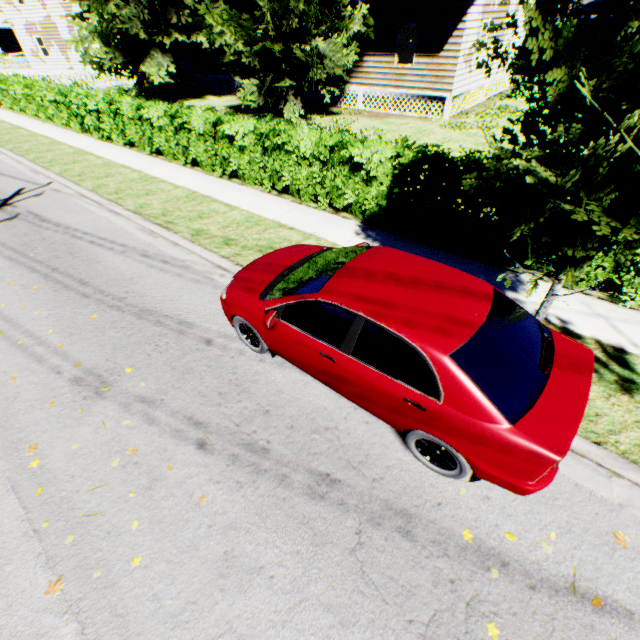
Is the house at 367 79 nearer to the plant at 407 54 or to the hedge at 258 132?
the plant at 407 54

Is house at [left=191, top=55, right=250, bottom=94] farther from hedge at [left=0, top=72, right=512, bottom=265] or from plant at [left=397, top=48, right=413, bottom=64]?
hedge at [left=0, top=72, right=512, bottom=265]

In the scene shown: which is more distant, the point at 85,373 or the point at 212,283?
the point at 212,283

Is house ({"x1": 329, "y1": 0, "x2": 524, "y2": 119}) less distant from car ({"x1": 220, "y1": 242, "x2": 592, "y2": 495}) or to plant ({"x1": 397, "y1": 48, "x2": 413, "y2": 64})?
plant ({"x1": 397, "y1": 48, "x2": 413, "y2": 64})

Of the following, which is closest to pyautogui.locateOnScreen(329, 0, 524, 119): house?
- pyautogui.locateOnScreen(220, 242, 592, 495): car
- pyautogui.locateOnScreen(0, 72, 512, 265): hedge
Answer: pyautogui.locateOnScreen(0, 72, 512, 265): hedge

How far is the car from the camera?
2.9m

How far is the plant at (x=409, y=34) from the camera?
19.9 meters

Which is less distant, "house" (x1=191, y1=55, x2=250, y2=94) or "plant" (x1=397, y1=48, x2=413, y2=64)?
"plant" (x1=397, y1=48, x2=413, y2=64)
